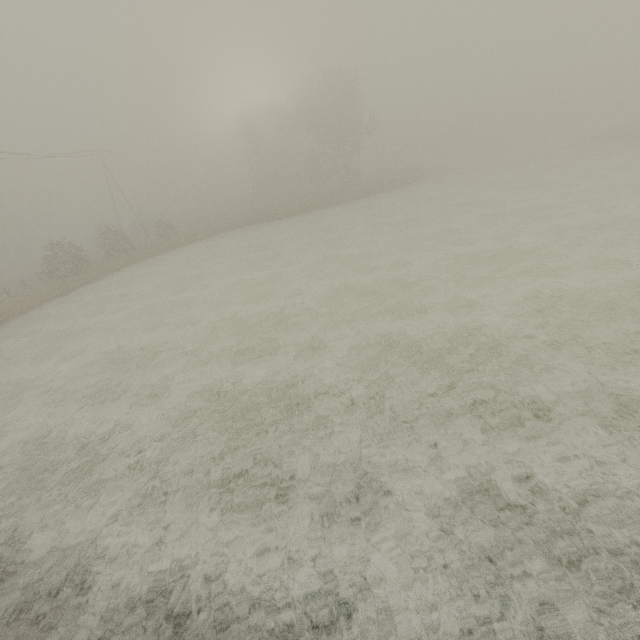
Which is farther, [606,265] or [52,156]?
[52,156]
